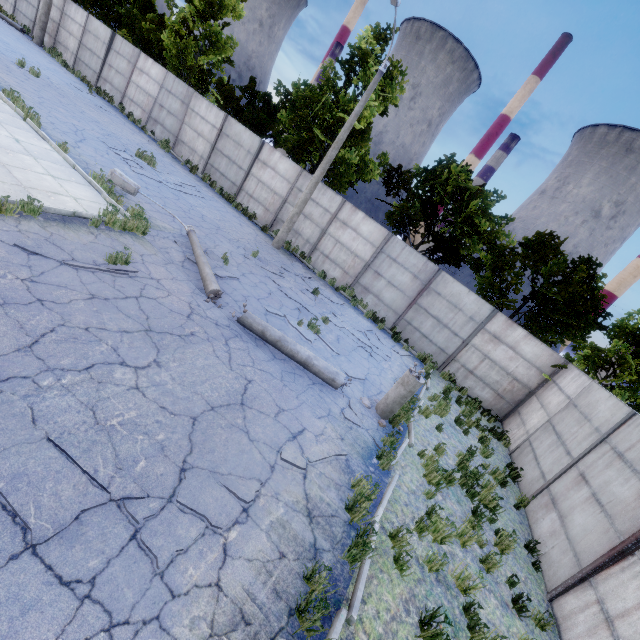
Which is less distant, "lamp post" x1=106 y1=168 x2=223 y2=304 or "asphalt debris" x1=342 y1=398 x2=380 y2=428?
"asphalt debris" x1=342 y1=398 x2=380 y2=428

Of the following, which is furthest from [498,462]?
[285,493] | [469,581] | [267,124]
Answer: [267,124]

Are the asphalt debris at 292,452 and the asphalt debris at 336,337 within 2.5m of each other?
Result: no

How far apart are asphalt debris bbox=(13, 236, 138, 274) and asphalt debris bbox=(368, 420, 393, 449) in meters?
6.2

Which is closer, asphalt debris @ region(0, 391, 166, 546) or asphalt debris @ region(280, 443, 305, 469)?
asphalt debris @ region(0, 391, 166, 546)

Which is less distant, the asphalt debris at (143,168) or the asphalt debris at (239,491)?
the asphalt debris at (239,491)

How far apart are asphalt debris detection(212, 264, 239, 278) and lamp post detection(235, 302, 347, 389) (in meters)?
2.00

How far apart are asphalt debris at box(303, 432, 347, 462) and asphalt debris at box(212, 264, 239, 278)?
5.4m
